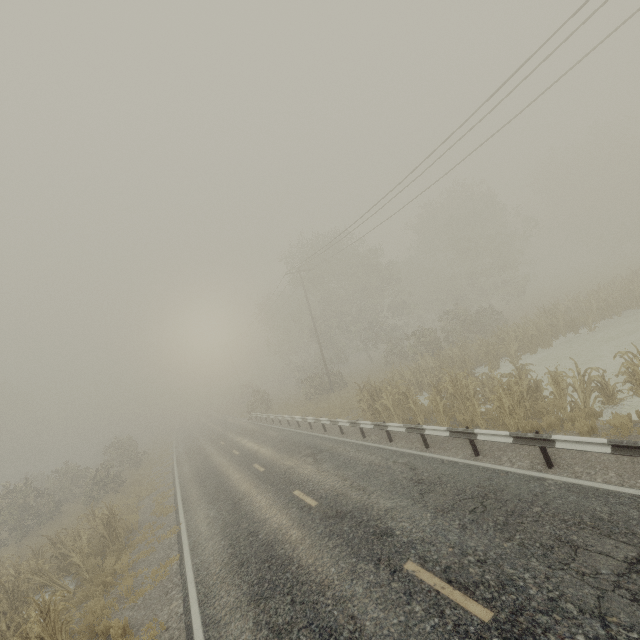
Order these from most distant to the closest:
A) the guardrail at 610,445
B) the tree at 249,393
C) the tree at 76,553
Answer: the tree at 249,393 < the tree at 76,553 < the guardrail at 610,445

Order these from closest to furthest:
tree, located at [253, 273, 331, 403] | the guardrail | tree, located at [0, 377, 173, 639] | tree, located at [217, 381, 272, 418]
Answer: the guardrail, tree, located at [0, 377, 173, 639], tree, located at [253, 273, 331, 403], tree, located at [217, 381, 272, 418]

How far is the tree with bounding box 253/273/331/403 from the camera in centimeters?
3025cm

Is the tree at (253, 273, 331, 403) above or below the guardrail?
above

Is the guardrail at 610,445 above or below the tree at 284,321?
below

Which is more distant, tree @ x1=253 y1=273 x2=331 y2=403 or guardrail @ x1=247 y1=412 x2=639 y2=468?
tree @ x1=253 y1=273 x2=331 y2=403

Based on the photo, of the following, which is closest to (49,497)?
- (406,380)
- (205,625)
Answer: (205,625)
